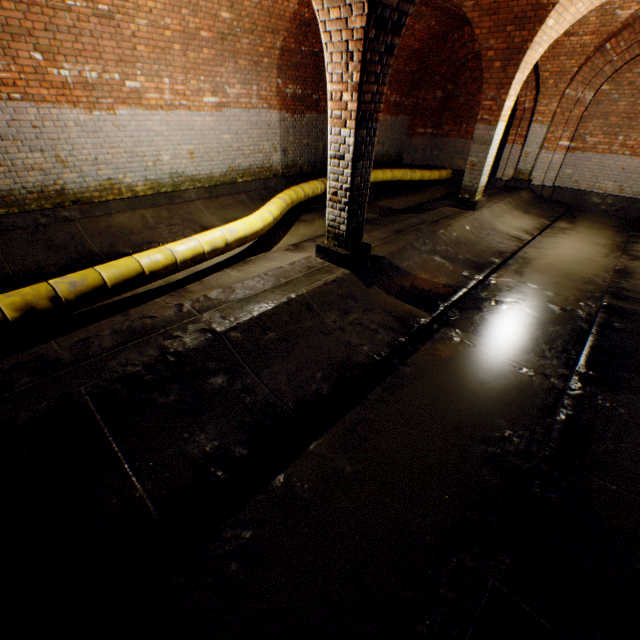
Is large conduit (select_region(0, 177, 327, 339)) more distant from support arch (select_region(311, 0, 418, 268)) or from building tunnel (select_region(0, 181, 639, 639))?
support arch (select_region(311, 0, 418, 268))

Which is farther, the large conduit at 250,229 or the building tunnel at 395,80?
the building tunnel at 395,80

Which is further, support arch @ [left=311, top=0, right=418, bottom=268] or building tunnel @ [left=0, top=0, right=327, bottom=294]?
building tunnel @ [left=0, top=0, right=327, bottom=294]

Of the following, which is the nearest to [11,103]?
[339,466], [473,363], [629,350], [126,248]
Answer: [126,248]

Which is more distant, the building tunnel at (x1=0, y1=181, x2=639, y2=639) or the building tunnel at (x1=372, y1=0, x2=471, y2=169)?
the building tunnel at (x1=372, y1=0, x2=471, y2=169)

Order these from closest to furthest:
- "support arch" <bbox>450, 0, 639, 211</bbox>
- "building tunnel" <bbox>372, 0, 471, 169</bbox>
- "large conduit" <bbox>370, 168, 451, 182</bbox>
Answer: "support arch" <bbox>450, 0, 639, 211</bbox>
"building tunnel" <bbox>372, 0, 471, 169</bbox>
"large conduit" <bbox>370, 168, 451, 182</bbox>

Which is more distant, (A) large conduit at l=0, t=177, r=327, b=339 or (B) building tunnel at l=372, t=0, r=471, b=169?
(B) building tunnel at l=372, t=0, r=471, b=169

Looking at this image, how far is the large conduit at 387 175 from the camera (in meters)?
11.07
